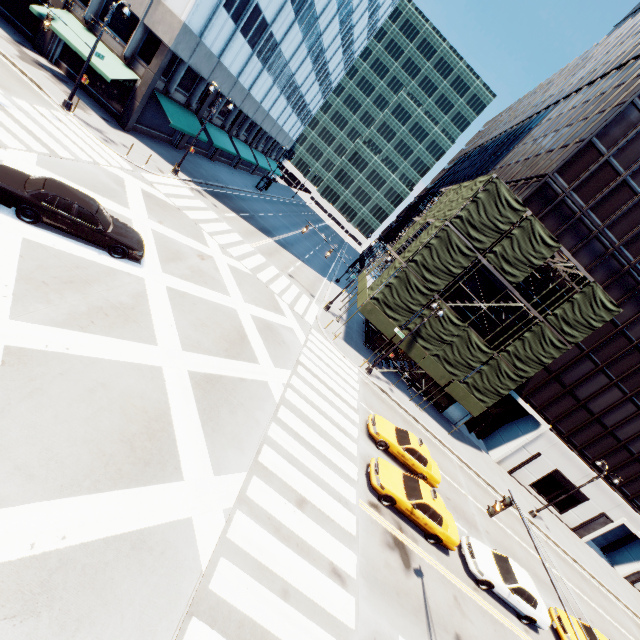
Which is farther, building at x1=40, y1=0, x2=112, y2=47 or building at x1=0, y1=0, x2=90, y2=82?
building at x1=40, y1=0, x2=112, y2=47

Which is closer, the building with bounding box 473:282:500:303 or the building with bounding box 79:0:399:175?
the building with bounding box 79:0:399:175

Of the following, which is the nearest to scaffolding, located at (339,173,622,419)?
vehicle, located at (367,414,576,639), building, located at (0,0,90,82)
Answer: vehicle, located at (367,414,576,639)

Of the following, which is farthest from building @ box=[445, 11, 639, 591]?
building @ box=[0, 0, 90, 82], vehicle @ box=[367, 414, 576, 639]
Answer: building @ box=[0, 0, 90, 82]

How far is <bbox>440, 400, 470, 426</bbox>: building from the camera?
30.70m

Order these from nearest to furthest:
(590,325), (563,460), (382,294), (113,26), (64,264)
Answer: (64,264), (590,325), (113,26), (382,294), (563,460)

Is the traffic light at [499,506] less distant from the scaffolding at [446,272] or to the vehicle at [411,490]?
the vehicle at [411,490]

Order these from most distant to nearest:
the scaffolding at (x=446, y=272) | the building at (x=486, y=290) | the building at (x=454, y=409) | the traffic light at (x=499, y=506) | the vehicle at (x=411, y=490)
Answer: the building at (x=454, y=409)
the building at (x=486, y=290)
the scaffolding at (x=446, y=272)
the vehicle at (x=411, y=490)
the traffic light at (x=499, y=506)
